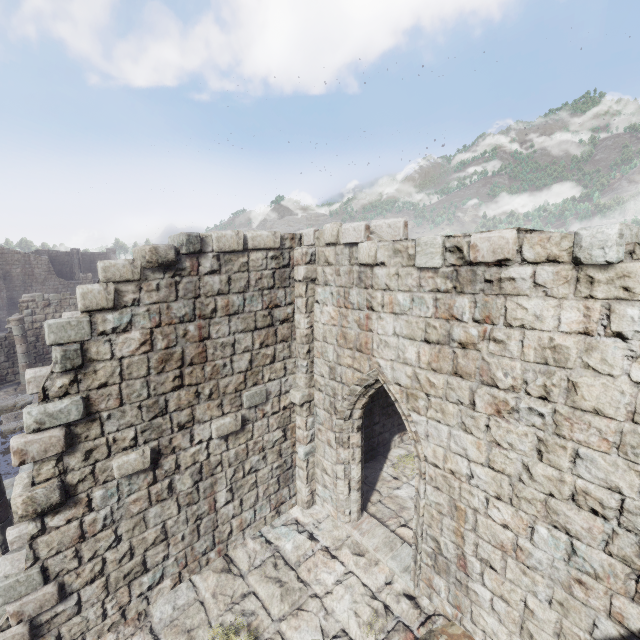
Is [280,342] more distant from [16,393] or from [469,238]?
[16,393]
